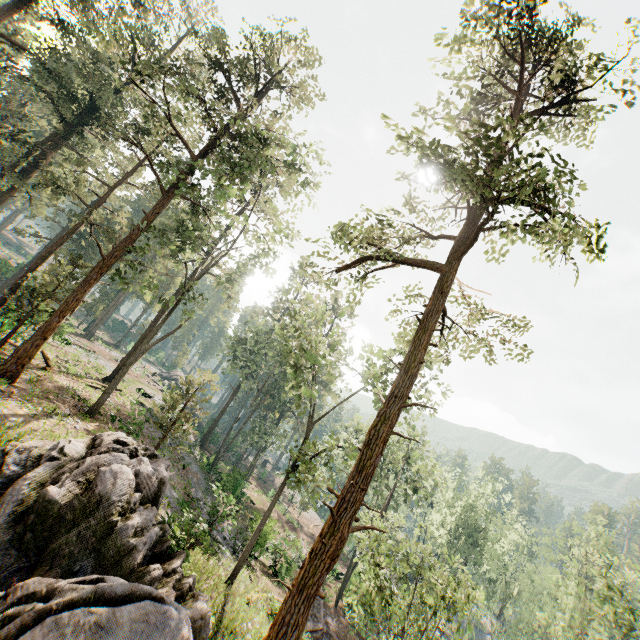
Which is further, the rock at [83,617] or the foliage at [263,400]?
the foliage at [263,400]

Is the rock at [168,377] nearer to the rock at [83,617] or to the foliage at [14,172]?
the foliage at [14,172]

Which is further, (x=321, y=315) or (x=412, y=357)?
(x=321, y=315)

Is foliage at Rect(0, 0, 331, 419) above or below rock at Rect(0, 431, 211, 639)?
above

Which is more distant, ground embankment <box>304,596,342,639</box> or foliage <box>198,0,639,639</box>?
ground embankment <box>304,596,342,639</box>

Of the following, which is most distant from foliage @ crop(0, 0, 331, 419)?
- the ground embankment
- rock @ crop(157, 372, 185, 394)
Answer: the ground embankment

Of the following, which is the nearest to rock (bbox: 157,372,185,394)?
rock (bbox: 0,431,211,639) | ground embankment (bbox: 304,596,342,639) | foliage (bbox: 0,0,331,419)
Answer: foliage (bbox: 0,0,331,419)

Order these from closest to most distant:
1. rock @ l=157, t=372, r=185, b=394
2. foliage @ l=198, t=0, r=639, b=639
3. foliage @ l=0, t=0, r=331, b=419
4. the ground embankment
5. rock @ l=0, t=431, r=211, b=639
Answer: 1. rock @ l=0, t=431, r=211, b=639
2. foliage @ l=198, t=0, r=639, b=639
3. foliage @ l=0, t=0, r=331, b=419
4. the ground embankment
5. rock @ l=157, t=372, r=185, b=394
